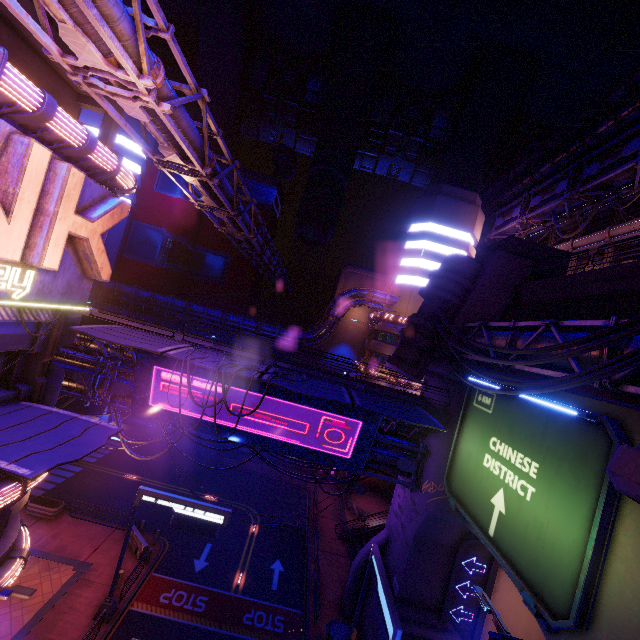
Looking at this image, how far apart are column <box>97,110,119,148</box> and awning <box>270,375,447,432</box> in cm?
1647

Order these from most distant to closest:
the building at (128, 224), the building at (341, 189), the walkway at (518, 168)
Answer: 1. the building at (341, 189)
2. the building at (128, 224)
3. the walkway at (518, 168)

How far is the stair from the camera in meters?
27.8

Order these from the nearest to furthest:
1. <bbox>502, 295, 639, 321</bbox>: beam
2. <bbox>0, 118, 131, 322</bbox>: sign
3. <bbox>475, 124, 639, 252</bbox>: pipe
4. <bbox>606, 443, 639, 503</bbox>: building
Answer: <bbox>606, 443, 639, 503</bbox>: building < <bbox>0, 118, 131, 322</bbox>: sign < <bbox>502, 295, 639, 321</bbox>: beam < <bbox>475, 124, 639, 252</bbox>: pipe

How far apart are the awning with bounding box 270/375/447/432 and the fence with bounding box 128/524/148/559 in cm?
1789

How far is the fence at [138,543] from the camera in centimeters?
2194cm

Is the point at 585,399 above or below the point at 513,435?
above

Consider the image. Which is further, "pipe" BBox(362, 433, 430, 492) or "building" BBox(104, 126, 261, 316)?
"building" BBox(104, 126, 261, 316)
